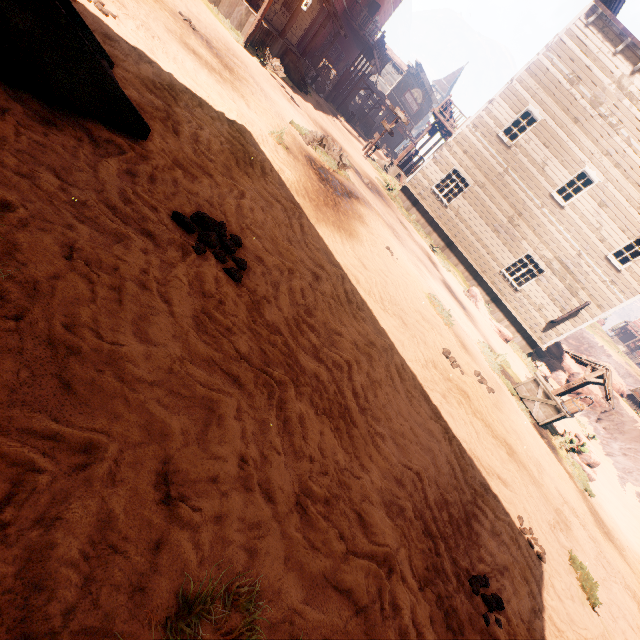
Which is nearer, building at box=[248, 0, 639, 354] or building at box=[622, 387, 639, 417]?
building at box=[248, 0, 639, 354]

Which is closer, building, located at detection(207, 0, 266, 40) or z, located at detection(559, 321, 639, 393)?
building, located at detection(207, 0, 266, 40)

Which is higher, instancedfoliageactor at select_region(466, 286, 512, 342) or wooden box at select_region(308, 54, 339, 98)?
wooden box at select_region(308, 54, 339, 98)

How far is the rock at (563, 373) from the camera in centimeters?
2105cm

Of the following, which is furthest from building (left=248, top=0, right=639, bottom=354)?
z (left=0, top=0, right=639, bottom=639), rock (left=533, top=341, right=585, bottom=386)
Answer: rock (left=533, top=341, right=585, bottom=386)

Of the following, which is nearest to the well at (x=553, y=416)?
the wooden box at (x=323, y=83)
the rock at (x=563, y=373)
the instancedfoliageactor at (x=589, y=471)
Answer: the instancedfoliageactor at (x=589, y=471)

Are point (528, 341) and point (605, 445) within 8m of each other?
yes

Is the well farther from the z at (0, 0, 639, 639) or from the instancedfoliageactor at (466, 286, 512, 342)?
the instancedfoliageactor at (466, 286, 512, 342)
